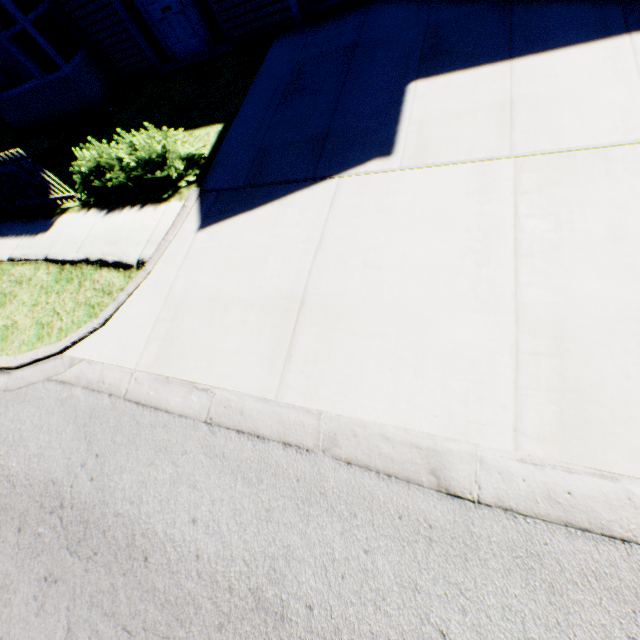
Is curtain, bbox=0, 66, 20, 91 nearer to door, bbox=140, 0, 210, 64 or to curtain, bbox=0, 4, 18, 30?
curtain, bbox=0, 4, 18, 30

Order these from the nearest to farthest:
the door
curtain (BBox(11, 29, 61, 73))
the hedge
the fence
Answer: the hedge < the fence < the door < curtain (BBox(11, 29, 61, 73))

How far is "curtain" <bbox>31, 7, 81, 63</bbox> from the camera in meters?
7.9 m

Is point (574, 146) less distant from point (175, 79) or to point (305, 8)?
point (305, 8)

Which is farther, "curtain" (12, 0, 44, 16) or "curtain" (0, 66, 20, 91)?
"curtain" (0, 66, 20, 91)

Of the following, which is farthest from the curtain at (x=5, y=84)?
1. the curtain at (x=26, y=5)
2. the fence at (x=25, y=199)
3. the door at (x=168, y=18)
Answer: the door at (x=168, y=18)

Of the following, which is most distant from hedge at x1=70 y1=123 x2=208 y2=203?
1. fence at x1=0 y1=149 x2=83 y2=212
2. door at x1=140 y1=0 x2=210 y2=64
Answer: door at x1=140 y1=0 x2=210 y2=64

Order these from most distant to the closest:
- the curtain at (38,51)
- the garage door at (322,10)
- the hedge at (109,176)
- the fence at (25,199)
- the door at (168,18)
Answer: Result: the curtain at (38,51) < the door at (168,18) < the garage door at (322,10) < the fence at (25,199) < the hedge at (109,176)
